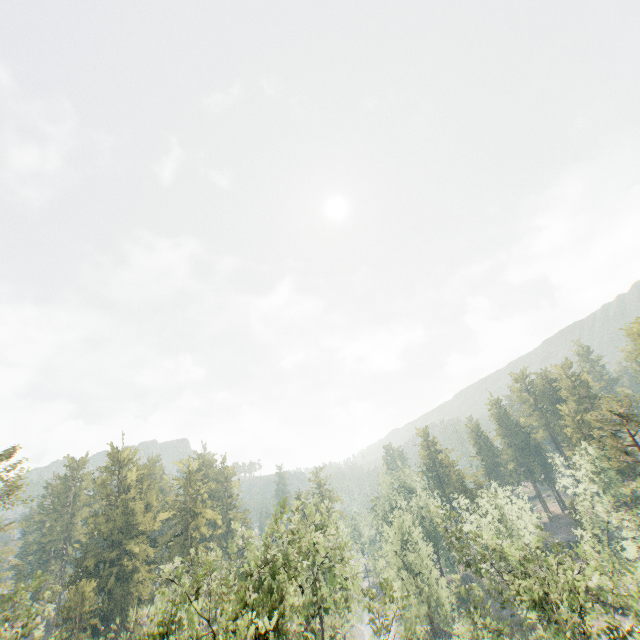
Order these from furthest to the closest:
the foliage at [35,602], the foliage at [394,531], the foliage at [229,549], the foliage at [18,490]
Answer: the foliage at [18,490]
the foliage at [229,549]
the foliage at [35,602]
the foliage at [394,531]

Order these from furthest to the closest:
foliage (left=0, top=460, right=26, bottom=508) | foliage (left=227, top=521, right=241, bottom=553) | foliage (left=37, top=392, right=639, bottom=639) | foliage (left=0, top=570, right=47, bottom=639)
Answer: foliage (left=0, top=460, right=26, bottom=508)
foliage (left=227, top=521, right=241, bottom=553)
foliage (left=0, top=570, right=47, bottom=639)
foliage (left=37, top=392, right=639, bottom=639)

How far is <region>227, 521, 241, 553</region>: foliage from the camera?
32.7 meters

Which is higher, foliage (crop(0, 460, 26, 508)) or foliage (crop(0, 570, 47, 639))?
foliage (crop(0, 460, 26, 508))

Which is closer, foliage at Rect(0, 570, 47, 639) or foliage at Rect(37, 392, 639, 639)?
foliage at Rect(37, 392, 639, 639)

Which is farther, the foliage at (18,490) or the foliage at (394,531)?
the foliage at (18,490)

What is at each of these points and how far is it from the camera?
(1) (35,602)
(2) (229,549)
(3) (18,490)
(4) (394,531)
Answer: (1) foliage, 24.8m
(2) foliage, 32.6m
(3) foliage, 36.1m
(4) foliage, 41.2m
